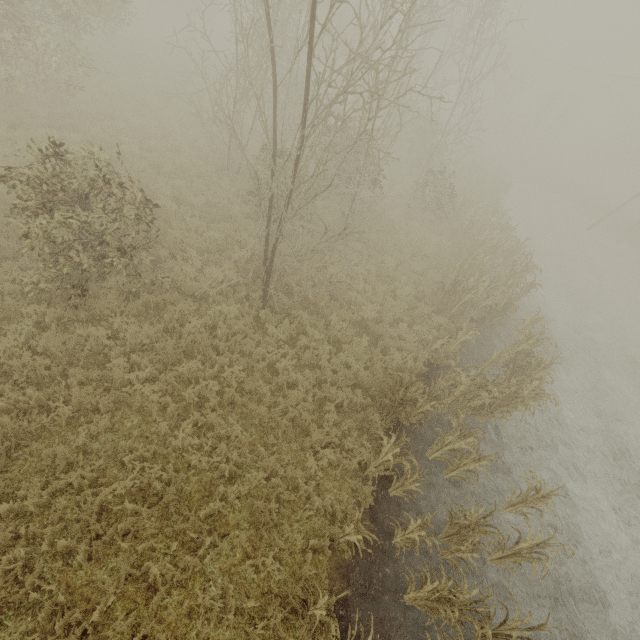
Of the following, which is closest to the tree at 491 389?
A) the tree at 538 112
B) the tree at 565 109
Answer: the tree at 565 109

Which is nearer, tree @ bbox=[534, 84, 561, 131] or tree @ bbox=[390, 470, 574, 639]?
tree @ bbox=[390, 470, 574, 639]

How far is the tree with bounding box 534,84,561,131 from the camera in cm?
3741

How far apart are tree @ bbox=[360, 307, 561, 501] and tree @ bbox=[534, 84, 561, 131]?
47.0m

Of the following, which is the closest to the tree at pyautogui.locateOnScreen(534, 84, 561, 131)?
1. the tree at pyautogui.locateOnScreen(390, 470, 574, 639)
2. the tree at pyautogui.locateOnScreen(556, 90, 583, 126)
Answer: the tree at pyautogui.locateOnScreen(556, 90, 583, 126)

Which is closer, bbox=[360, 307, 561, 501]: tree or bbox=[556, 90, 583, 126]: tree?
bbox=[360, 307, 561, 501]: tree

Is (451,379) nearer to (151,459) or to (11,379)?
(151,459)

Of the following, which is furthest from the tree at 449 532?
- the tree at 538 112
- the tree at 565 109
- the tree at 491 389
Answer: the tree at 538 112
